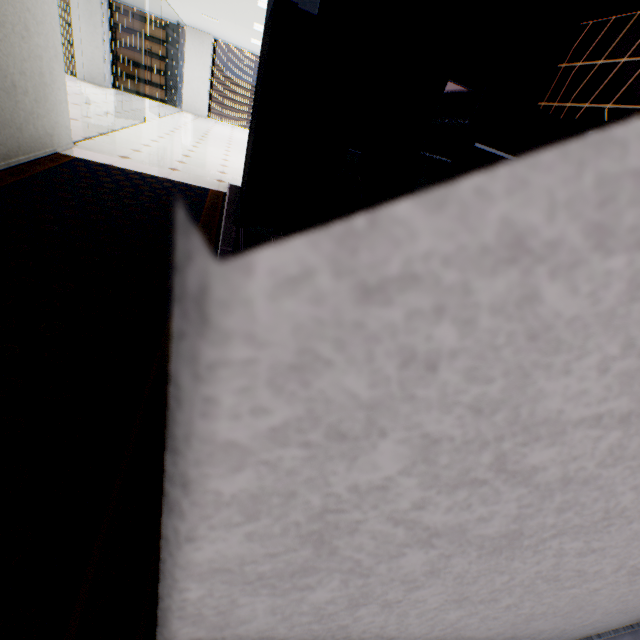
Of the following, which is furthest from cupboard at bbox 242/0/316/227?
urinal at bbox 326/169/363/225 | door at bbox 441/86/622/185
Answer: door at bbox 441/86/622/185

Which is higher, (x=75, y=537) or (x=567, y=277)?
(x=567, y=277)

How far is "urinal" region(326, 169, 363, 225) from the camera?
3.7 meters

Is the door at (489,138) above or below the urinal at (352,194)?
above

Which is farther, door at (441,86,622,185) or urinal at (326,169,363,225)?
urinal at (326,169,363,225)

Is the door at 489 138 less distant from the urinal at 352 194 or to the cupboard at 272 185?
the urinal at 352 194

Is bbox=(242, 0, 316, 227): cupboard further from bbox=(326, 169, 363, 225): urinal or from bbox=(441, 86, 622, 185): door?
bbox=(441, 86, 622, 185): door

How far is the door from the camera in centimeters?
316cm
